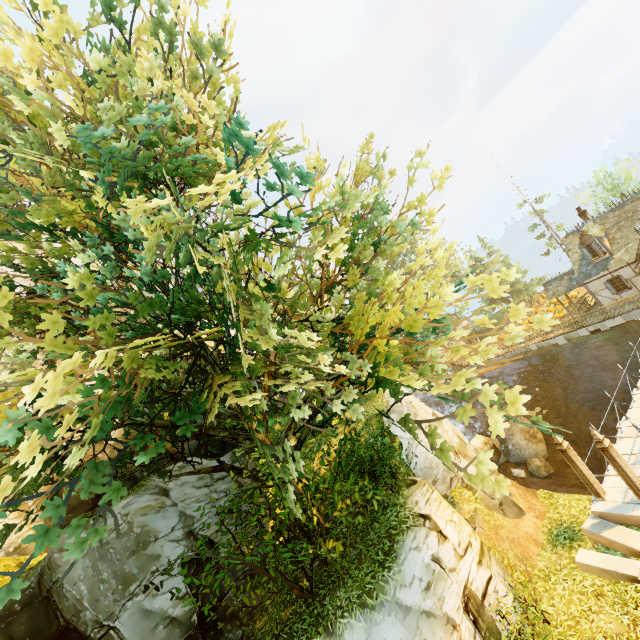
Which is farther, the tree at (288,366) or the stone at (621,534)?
the stone at (621,534)

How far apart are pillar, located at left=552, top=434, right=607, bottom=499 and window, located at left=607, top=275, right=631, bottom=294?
19.1 meters

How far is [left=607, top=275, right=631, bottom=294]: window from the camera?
23.70m

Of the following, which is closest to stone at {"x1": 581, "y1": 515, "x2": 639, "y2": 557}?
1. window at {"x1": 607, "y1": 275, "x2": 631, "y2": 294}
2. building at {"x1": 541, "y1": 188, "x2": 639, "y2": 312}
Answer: building at {"x1": 541, "y1": 188, "x2": 639, "y2": 312}

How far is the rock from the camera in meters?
20.7 m

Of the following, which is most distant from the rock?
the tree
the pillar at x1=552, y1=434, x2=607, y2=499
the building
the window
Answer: the pillar at x1=552, y1=434, x2=607, y2=499

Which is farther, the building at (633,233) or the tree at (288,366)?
the building at (633,233)

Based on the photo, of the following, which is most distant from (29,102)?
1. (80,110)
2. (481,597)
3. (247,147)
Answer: (481,597)
